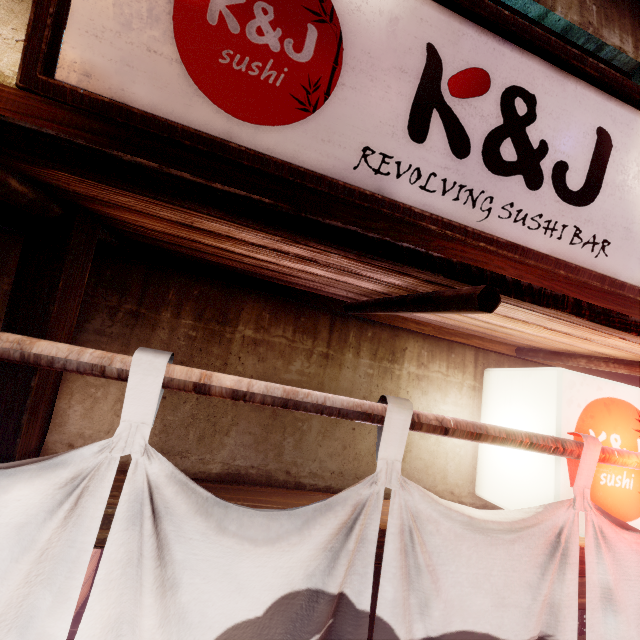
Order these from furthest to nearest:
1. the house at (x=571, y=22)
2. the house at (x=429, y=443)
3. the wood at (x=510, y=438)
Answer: the house at (x=571, y=22) → the house at (x=429, y=443) → the wood at (x=510, y=438)

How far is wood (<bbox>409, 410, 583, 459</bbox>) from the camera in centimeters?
211cm

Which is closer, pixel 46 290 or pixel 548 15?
pixel 46 290

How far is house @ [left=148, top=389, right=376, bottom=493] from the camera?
2.6m

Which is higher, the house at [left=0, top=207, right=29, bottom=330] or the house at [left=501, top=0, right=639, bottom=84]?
the house at [left=501, top=0, right=639, bottom=84]

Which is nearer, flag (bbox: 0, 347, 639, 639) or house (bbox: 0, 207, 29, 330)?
flag (bbox: 0, 347, 639, 639)

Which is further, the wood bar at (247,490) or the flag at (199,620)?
the wood bar at (247,490)

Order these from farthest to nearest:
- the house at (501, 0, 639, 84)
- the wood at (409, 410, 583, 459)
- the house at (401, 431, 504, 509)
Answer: the house at (501, 0, 639, 84) < the house at (401, 431, 504, 509) < the wood at (409, 410, 583, 459)
